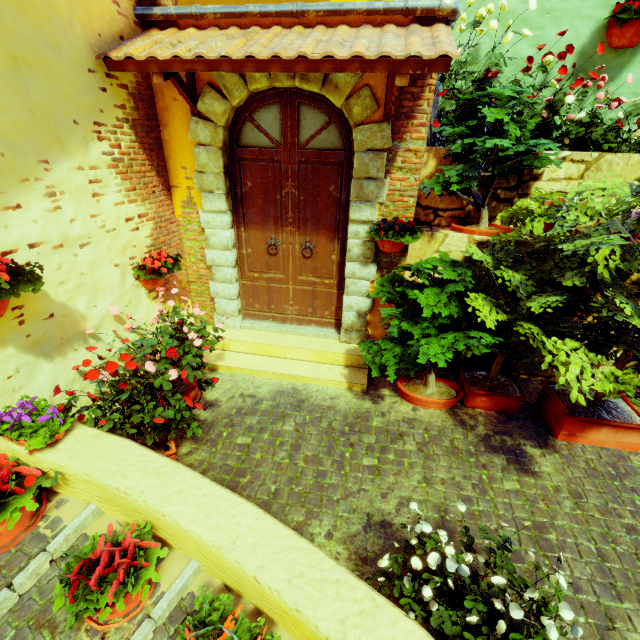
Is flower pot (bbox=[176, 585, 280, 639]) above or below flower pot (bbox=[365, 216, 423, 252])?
below

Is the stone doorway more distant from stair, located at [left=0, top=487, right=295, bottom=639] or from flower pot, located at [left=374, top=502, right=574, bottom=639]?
stair, located at [left=0, top=487, right=295, bottom=639]

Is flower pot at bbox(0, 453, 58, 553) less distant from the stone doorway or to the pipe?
the stone doorway

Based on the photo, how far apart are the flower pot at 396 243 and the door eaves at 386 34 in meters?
1.0

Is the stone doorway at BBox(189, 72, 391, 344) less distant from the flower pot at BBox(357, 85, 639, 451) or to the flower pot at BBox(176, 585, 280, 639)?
the flower pot at BBox(357, 85, 639, 451)

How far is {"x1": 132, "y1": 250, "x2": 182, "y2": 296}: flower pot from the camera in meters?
3.5 m

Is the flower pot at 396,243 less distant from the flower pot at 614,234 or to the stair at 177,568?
the flower pot at 614,234

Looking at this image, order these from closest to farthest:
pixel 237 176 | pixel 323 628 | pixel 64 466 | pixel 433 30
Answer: pixel 323 628 → pixel 64 466 → pixel 433 30 → pixel 237 176
